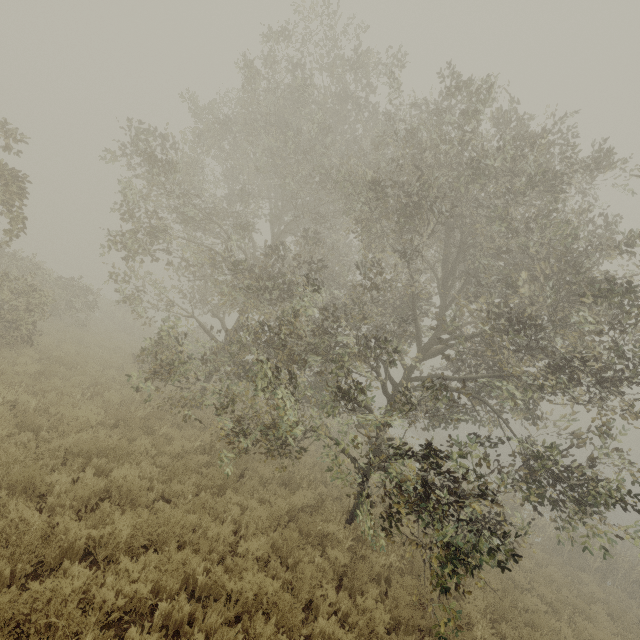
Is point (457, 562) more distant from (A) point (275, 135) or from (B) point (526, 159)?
(A) point (275, 135)
